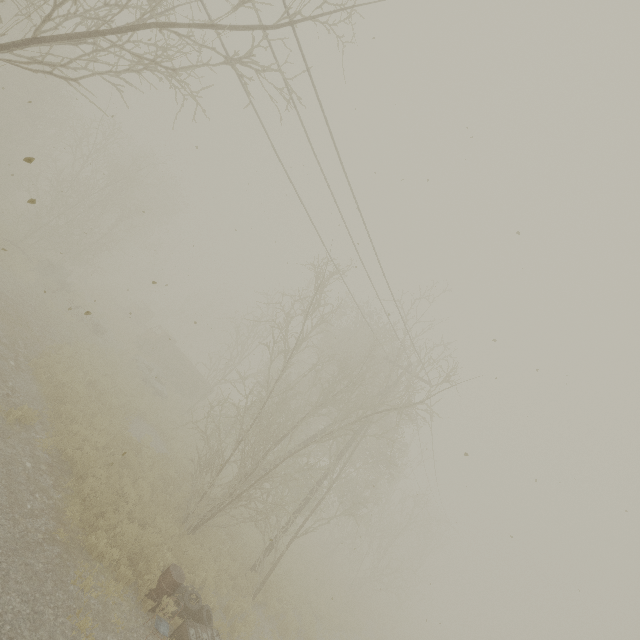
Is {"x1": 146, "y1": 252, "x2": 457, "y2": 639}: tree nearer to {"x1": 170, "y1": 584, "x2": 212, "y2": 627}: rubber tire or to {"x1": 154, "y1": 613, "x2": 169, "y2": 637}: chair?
{"x1": 170, "y1": 584, "x2": 212, "y2": 627}: rubber tire

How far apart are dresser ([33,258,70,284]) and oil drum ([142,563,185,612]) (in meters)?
21.30

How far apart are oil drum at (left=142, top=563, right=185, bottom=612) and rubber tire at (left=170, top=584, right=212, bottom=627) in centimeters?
3cm

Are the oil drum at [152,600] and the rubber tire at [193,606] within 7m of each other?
yes

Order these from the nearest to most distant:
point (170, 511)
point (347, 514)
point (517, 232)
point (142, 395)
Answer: point (517, 232)
point (170, 511)
point (347, 514)
point (142, 395)

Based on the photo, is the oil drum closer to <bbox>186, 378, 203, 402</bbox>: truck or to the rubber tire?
the rubber tire

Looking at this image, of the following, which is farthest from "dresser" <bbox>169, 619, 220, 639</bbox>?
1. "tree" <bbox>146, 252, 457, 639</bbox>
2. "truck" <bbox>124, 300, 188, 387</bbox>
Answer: "truck" <bbox>124, 300, 188, 387</bbox>

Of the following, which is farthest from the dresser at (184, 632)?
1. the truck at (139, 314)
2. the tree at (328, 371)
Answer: the truck at (139, 314)
